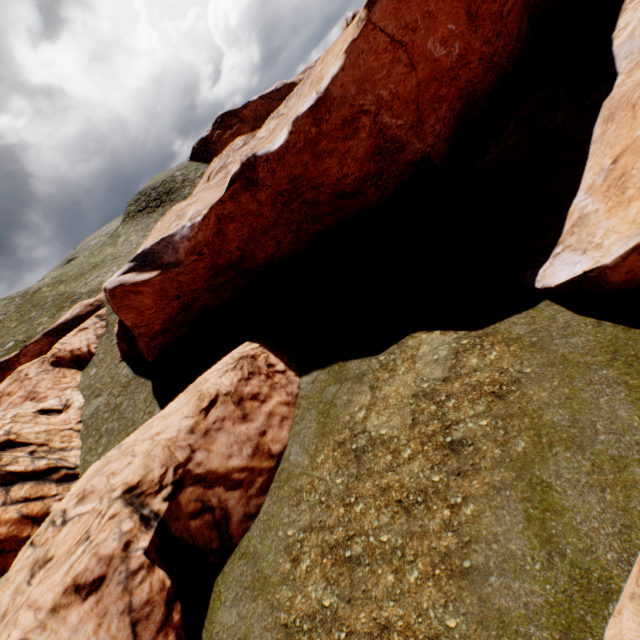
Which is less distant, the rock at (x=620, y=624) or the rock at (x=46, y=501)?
the rock at (x=620, y=624)

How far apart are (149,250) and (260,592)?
17.3 meters

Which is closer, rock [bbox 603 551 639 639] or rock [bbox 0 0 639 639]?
rock [bbox 603 551 639 639]
